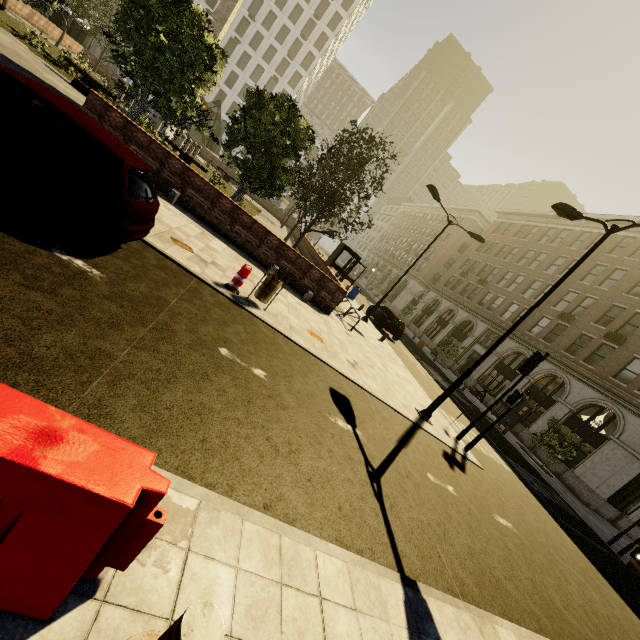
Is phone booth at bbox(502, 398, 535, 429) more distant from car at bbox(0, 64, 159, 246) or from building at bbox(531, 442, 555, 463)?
car at bbox(0, 64, 159, 246)

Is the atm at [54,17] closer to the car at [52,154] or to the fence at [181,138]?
the fence at [181,138]

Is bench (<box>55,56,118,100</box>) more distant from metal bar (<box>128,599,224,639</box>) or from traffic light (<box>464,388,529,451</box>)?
traffic light (<box>464,388,529,451</box>)

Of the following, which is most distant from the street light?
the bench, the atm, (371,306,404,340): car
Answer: the atm

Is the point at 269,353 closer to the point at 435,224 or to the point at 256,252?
the point at 256,252

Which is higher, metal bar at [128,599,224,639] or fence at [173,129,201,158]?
fence at [173,129,201,158]

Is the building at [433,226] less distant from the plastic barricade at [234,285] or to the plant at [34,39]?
the plant at [34,39]

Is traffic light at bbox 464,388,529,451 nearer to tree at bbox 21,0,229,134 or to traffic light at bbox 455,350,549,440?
traffic light at bbox 455,350,549,440
